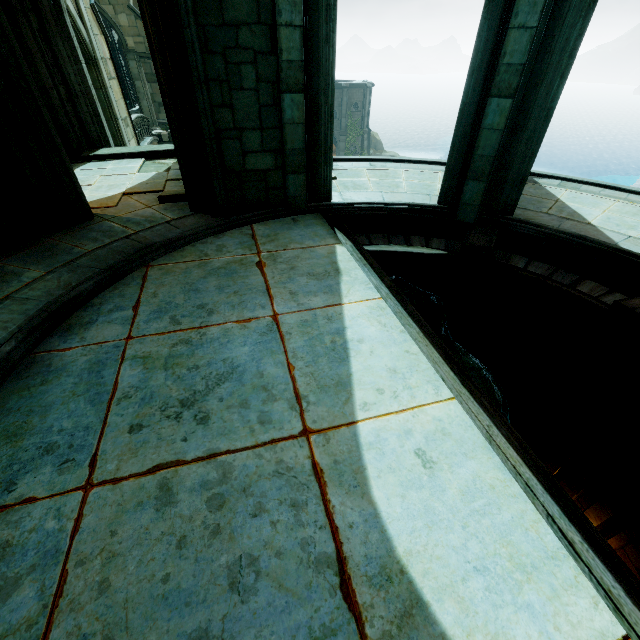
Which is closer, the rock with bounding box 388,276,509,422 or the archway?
the rock with bounding box 388,276,509,422

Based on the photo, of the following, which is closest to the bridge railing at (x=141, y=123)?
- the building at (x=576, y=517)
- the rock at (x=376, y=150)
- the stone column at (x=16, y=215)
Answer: the building at (x=576, y=517)

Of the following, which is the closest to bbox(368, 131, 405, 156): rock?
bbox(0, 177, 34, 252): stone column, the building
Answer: the building

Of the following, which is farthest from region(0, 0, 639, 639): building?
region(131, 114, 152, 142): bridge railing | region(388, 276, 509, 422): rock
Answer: region(131, 114, 152, 142): bridge railing

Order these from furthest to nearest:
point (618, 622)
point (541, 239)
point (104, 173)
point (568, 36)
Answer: point (104, 173), point (541, 239), point (568, 36), point (618, 622)

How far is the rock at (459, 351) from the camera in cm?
629

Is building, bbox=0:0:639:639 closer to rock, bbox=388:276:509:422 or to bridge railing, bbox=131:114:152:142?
rock, bbox=388:276:509:422

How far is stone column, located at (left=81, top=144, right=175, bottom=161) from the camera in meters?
9.1 m
